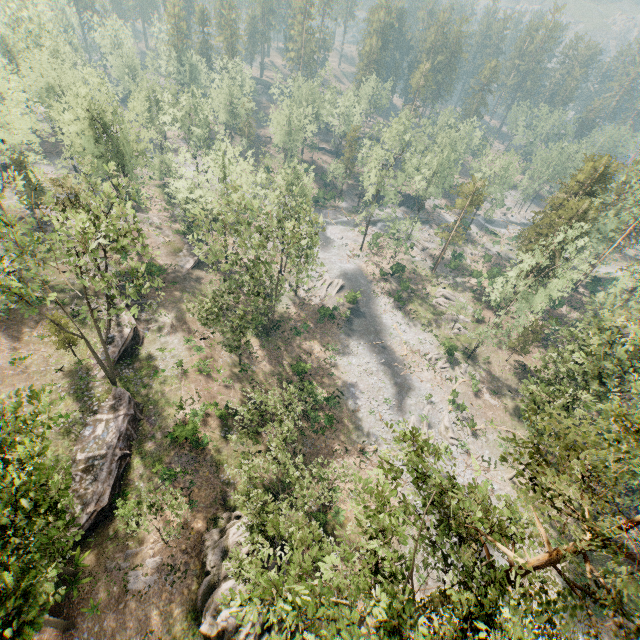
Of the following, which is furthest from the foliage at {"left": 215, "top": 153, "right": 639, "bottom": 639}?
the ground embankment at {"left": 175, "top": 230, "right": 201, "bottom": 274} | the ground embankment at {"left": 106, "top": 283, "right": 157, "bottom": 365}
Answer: the ground embankment at {"left": 106, "top": 283, "right": 157, "bottom": 365}

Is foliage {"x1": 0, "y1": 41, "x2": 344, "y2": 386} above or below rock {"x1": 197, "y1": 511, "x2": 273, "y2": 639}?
above

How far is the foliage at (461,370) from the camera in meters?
44.5

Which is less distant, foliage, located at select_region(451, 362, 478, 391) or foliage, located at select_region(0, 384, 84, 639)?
foliage, located at select_region(0, 384, 84, 639)

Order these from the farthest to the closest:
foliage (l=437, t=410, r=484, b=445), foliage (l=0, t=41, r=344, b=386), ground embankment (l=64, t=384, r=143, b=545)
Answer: foliage (l=437, t=410, r=484, b=445) < ground embankment (l=64, t=384, r=143, b=545) < foliage (l=0, t=41, r=344, b=386)

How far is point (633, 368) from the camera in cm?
2672

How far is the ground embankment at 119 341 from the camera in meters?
32.7
